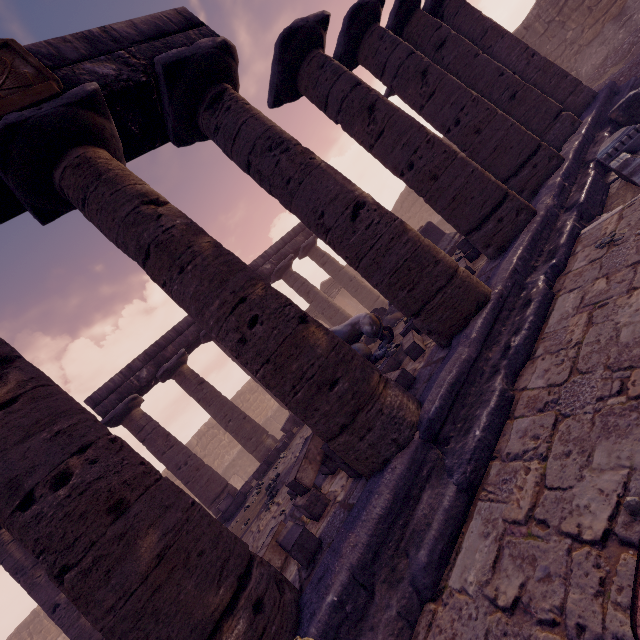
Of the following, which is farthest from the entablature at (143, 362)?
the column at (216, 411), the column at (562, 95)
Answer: the column at (562, 95)

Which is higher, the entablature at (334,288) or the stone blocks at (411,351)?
the entablature at (334,288)

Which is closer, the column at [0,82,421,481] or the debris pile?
the column at [0,82,421,481]

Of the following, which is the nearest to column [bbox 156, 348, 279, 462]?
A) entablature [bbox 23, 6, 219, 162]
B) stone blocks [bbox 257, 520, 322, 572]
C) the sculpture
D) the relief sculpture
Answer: entablature [bbox 23, 6, 219, 162]

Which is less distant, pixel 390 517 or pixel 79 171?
pixel 390 517

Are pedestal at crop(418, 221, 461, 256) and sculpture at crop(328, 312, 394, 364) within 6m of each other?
yes

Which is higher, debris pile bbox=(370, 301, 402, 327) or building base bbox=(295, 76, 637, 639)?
debris pile bbox=(370, 301, 402, 327)

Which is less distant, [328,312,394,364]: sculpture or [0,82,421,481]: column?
[0,82,421,481]: column
